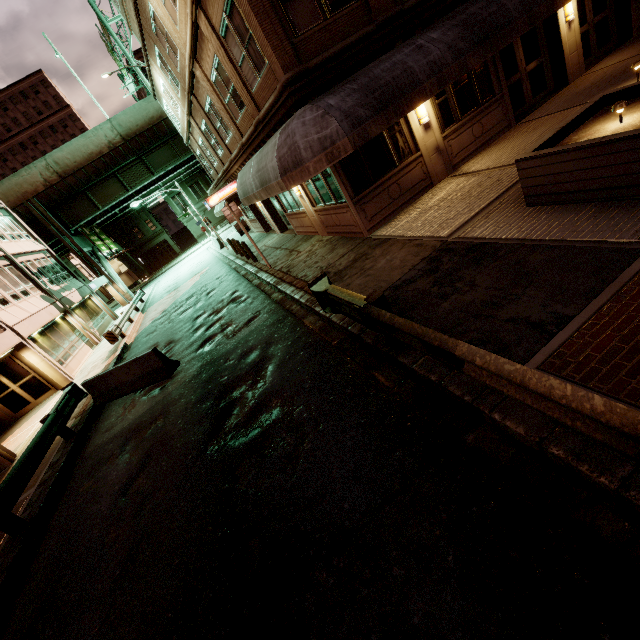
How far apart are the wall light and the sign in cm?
707

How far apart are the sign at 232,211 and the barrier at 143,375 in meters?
5.4

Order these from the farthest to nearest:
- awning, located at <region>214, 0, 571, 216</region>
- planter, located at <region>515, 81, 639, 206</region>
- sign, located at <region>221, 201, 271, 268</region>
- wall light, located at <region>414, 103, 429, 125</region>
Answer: sign, located at <region>221, 201, 271, 268</region> < wall light, located at <region>414, 103, 429, 125</region> < awning, located at <region>214, 0, 571, 216</region> < planter, located at <region>515, 81, 639, 206</region>

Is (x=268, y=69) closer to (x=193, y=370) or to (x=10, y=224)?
(x=193, y=370)

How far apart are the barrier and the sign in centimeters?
539cm

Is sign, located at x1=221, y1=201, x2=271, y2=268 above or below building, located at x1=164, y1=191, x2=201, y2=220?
below

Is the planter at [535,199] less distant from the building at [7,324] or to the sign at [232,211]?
the sign at [232,211]

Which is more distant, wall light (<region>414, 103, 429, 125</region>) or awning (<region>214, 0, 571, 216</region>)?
wall light (<region>414, 103, 429, 125</region>)
